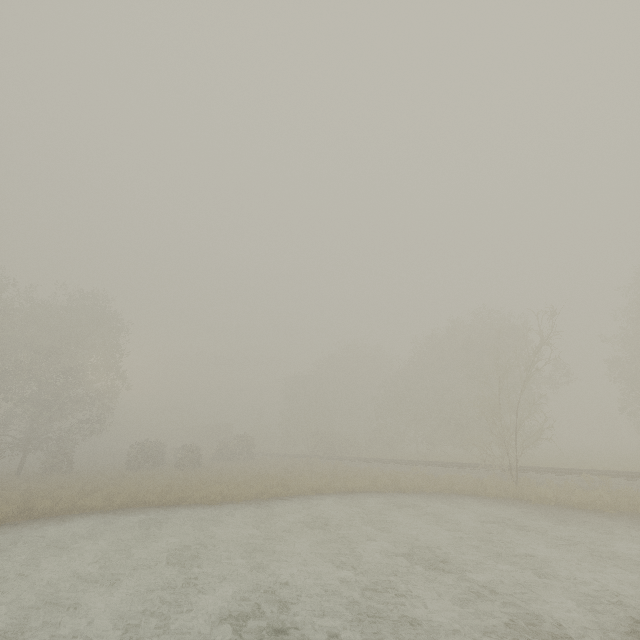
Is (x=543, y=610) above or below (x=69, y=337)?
below

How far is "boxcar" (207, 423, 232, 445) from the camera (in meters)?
57.90

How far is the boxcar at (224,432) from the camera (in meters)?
57.90
